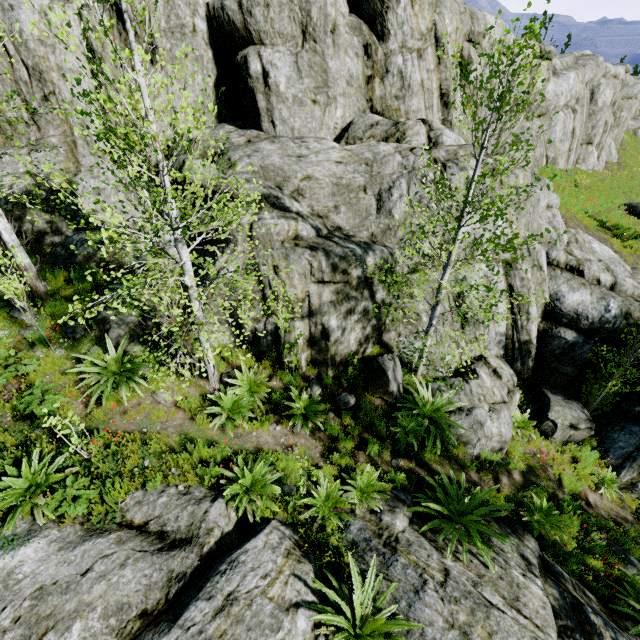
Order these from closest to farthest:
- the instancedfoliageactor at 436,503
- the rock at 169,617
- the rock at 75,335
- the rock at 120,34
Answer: the rock at 169,617 → the instancedfoliageactor at 436,503 → the rock at 75,335 → the rock at 120,34

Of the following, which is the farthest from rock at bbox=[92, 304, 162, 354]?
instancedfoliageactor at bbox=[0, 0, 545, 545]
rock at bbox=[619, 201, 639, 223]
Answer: rock at bbox=[619, 201, 639, 223]

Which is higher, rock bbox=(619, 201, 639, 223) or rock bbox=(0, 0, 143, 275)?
rock bbox=(0, 0, 143, 275)

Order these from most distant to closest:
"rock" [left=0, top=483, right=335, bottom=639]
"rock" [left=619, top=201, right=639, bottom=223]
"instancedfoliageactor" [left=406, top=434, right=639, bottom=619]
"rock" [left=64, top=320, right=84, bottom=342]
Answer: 1. "rock" [left=619, top=201, right=639, bottom=223]
2. "rock" [left=64, top=320, right=84, bottom=342]
3. "instancedfoliageactor" [left=406, top=434, right=639, bottom=619]
4. "rock" [left=0, top=483, right=335, bottom=639]

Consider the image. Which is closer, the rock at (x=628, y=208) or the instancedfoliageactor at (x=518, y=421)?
the instancedfoliageactor at (x=518, y=421)

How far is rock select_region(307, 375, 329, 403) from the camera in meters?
7.9

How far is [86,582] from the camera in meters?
4.1 m
